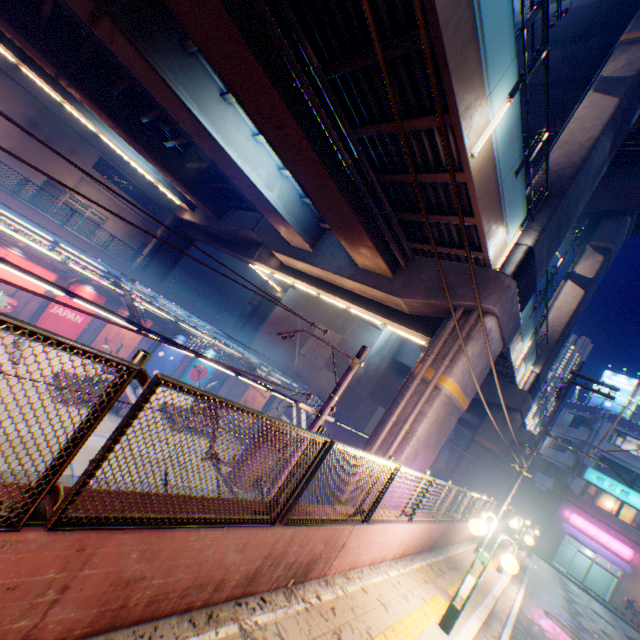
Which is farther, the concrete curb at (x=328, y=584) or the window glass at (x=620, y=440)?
the window glass at (x=620, y=440)

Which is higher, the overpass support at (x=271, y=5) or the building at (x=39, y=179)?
the overpass support at (x=271, y=5)

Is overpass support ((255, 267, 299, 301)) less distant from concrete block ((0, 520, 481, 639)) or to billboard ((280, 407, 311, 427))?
billboard ((280, 407, 311, 427))

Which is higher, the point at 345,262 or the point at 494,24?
the point at 494,24

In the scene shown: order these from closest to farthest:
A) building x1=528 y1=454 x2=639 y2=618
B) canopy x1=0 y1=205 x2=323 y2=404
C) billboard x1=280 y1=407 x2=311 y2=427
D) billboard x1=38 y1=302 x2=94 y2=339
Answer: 1. canopy x1=0 y1=205 x2=323 y2=404
2. billboard x1=38 y1=302 x2=94 y2=339
3. billboard x1=280 y1=407 x2=311 y2=427
4. building x1=528 y1=454 x2=639 y2=618

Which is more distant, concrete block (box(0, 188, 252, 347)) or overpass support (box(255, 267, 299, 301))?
overpass support (box(255, 267, 299, 301))

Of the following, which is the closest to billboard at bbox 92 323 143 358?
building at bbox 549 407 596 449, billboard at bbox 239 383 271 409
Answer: billboard at bbox 239 383 271 409

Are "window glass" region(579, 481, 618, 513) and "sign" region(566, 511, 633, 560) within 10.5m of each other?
yes
